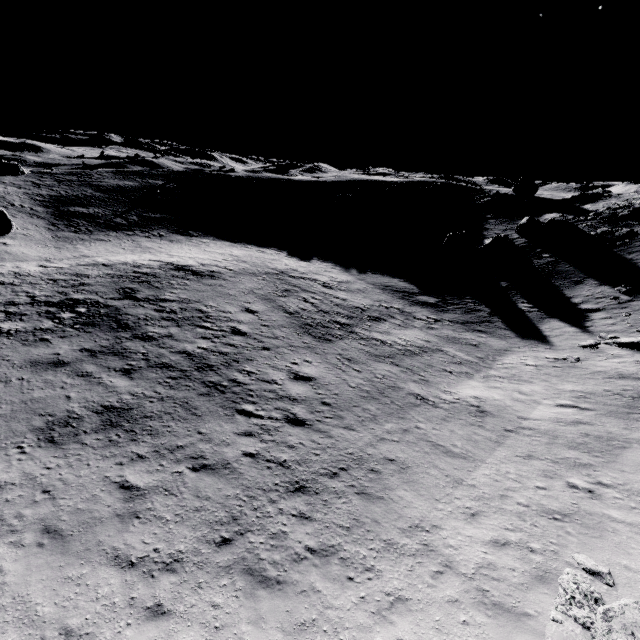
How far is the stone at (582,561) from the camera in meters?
8.3 m

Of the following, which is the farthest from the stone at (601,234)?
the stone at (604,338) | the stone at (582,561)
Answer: the stone at (582,561)

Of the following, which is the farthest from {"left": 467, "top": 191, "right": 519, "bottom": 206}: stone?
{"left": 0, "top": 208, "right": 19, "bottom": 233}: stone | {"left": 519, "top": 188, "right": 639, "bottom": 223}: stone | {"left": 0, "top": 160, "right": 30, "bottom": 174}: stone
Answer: {"left": 0, "top": 160, "right": 30, "bottom": 174}: stone

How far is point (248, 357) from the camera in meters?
17.6

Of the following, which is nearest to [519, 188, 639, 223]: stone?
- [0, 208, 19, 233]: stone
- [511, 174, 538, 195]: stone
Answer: [511, 174, 538, 195]: stone

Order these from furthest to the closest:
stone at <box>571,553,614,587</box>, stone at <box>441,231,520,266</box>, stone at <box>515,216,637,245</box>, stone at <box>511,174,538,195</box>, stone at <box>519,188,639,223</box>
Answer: stone at <box>511,174,538,195</box>
stone at <box>519,188,639,223</box>
stone at <box>441,231,520,266</box>
stone at <box>515,216,637,245</box>
stone at <box>571,553,614,587</box>

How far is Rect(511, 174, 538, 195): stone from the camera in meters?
50.4

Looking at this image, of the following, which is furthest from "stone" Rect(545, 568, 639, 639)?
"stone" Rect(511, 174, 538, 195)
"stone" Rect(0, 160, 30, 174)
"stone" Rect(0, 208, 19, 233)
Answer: "stone" Rect(0, 160, 30, 174)
